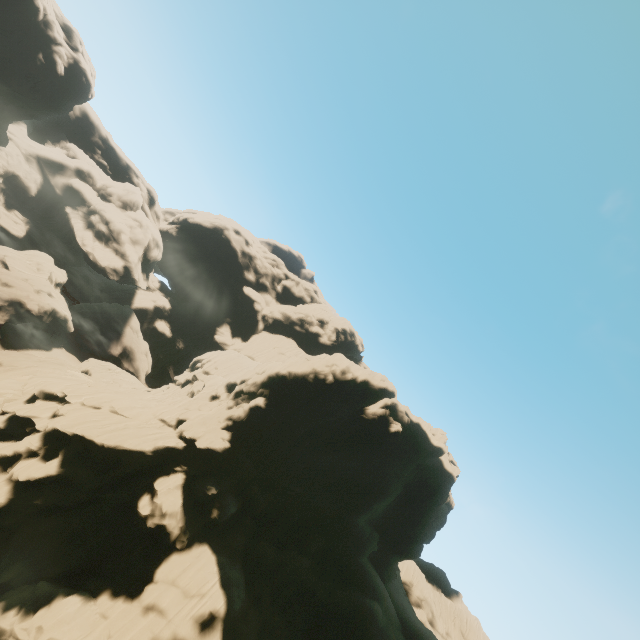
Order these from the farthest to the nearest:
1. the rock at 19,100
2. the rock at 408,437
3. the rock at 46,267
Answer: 1. the rock at 46,267
2. the rock at 19,100
3. the rock at 408,437

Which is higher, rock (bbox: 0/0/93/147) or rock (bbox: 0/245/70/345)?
rock (bbox: 0/0/93/147)

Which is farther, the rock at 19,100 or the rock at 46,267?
the rock at 46,267

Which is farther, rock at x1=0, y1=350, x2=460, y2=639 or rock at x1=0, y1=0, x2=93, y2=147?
rock at x1=0, y1=0, x2=93, y2=147

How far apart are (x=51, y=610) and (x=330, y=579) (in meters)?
25.56

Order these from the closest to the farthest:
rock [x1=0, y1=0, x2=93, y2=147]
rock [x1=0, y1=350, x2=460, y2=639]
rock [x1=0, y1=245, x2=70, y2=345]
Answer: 1. rock [x1=0, y1=350, x2=460, y2=639]
2. rock [x1=0, y1=0, x2=93, y2=147]
3. rock [x1=0, y1=245, x2=70, y2=345]
